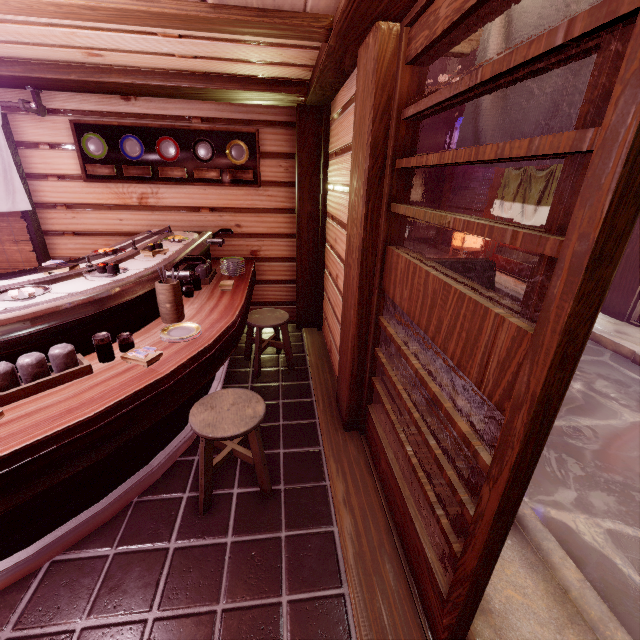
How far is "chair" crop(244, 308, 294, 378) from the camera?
6.3m

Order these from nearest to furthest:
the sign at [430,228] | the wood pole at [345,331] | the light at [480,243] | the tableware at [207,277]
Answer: the wood pole at [345,331] → the tableware at [207,277] → the light at [480,243] → the sign at [430,228]

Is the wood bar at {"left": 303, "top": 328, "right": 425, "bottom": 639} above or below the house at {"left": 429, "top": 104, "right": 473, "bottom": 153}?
below

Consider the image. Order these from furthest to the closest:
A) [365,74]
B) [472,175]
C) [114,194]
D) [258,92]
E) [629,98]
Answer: [472,175], [114,194], [258,92], [365,74], [629,98]

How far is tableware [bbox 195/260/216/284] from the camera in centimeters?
615cm

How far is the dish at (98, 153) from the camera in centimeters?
663cm

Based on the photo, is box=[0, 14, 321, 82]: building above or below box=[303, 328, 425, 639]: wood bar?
above

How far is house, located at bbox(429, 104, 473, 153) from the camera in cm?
1930
